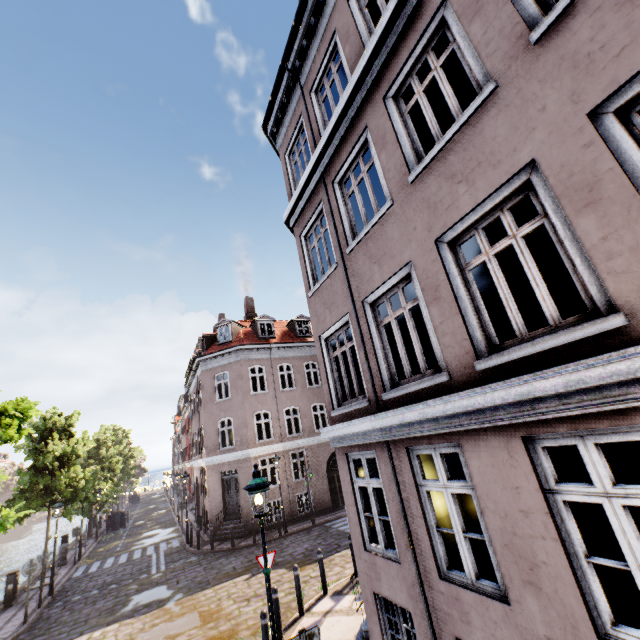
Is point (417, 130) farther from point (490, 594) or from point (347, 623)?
point (347, 623)

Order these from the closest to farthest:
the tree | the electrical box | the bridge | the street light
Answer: the street light → the tree → the electrical box → the bridge

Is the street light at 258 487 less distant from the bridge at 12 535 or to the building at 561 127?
the building at 561 127

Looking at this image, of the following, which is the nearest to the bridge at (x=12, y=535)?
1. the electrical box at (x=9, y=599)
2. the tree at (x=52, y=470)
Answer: the tree at (x=52, y=470)

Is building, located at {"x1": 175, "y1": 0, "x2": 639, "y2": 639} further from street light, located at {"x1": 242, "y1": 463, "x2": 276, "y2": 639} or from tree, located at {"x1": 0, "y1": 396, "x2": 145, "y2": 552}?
tree, located at {"x1": 0, "y1": 396, "x2": 145, "y2": 552}

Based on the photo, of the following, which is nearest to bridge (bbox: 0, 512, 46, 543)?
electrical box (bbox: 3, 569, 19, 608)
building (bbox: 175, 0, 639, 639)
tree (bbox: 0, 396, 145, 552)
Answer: tree (bbox: 0, 396, 145, 552)

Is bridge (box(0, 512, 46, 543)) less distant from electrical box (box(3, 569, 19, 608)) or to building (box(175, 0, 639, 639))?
building (box(175, 0, 639, 639))

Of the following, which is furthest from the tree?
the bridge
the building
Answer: the building
